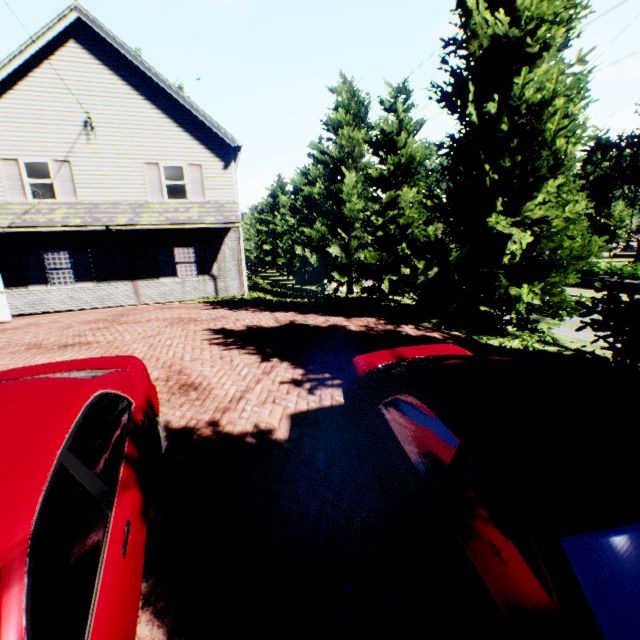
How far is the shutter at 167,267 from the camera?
14.57m

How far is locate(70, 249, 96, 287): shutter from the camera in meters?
13.7

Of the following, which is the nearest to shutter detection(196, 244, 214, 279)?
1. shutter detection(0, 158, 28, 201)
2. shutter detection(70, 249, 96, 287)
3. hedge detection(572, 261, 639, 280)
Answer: shutter detection(70, 249, 96, 287)

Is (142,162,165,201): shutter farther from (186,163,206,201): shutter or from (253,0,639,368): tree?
(253,0,639,368): tree

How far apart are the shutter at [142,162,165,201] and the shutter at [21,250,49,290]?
4.7m

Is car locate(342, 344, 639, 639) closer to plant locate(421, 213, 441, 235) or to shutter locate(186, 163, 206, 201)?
shutter locate(186, 163, 206, 201)

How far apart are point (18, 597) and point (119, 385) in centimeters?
183cm

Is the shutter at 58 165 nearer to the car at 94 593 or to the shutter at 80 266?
the shutter at 80 266
